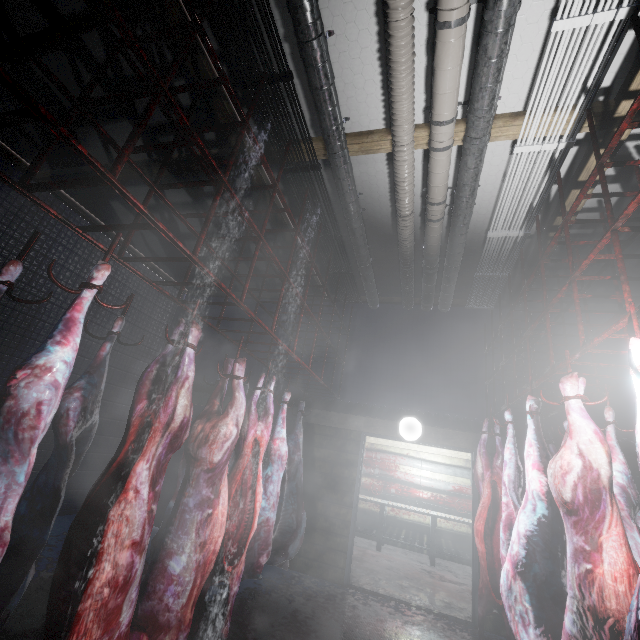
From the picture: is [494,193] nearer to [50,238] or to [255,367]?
[255,367]

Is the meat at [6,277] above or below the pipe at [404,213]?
below

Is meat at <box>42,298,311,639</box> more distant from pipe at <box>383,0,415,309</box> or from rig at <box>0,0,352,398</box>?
pipe at <box>383,0,415,309</box>

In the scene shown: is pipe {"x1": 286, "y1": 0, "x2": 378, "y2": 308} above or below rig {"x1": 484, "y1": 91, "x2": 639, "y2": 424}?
above

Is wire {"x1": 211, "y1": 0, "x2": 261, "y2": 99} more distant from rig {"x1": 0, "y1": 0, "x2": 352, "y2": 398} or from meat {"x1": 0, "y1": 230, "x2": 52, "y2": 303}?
meat {"x1": 0, "y1": 230, "x2": 52, "y2": 303}

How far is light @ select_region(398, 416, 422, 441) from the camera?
4.33m

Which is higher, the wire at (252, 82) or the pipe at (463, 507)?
Answer: the wire at (252, 82)

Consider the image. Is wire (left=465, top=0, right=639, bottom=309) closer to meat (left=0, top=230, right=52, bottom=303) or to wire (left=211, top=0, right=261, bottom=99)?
wire (left=211, top=0, right=261, bottom=99)
